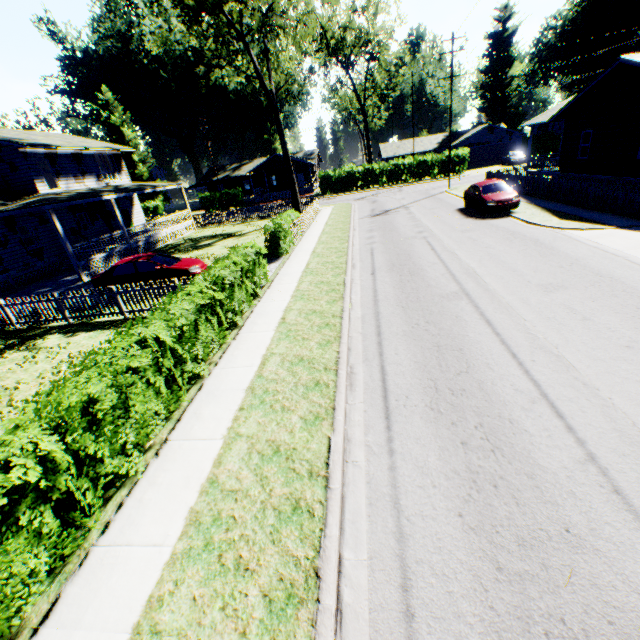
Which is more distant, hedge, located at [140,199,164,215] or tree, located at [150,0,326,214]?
hedge, located at [140,199,164,215]

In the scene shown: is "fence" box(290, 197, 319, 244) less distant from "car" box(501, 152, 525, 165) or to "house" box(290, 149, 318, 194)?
"house" box(290, 149, 318, 194)

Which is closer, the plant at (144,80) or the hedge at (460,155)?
the hedge at (460,155)

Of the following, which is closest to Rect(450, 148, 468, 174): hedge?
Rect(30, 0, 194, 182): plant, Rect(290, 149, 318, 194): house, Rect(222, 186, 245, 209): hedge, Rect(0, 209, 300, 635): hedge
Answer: Rect(290, 149, 318, 194): house

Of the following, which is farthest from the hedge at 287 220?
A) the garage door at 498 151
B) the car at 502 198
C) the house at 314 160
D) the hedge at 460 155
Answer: the garage door at 498 151

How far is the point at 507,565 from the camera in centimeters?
348cm

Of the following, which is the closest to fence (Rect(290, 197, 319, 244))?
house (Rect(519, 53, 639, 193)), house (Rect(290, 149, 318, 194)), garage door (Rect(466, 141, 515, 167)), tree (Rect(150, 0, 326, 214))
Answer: tree (Rect(150, 0, 326, 214))

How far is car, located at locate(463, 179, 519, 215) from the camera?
17.92m
